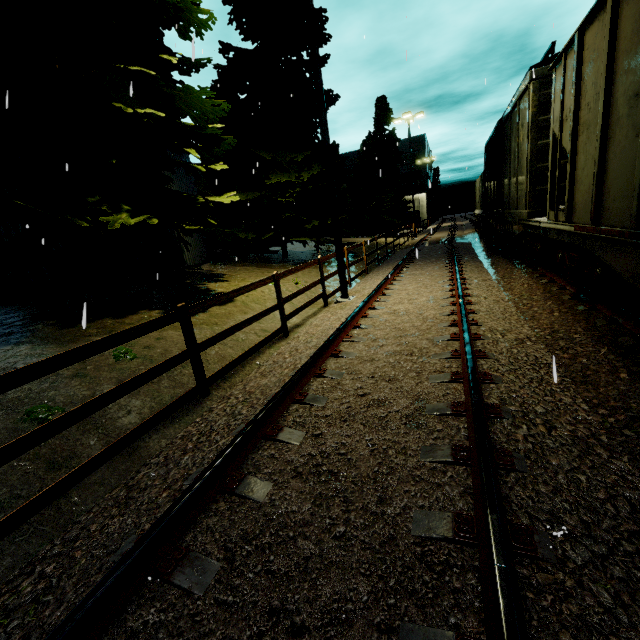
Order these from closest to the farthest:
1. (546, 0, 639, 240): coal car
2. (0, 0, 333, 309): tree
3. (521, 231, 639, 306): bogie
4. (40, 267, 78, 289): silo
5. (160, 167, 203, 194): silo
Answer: (546, 0, 639, 240): coal car < (521, 231, 639, 306): bogie < (0, 0, 333, 309): tree < (40, 267, 78, 289): silo < (160, 167, 203, 194): silo

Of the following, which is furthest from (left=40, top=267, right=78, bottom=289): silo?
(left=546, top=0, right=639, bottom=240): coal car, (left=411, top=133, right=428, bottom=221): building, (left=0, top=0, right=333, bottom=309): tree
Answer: (left=411, top=133, right=428, bottom=221): building

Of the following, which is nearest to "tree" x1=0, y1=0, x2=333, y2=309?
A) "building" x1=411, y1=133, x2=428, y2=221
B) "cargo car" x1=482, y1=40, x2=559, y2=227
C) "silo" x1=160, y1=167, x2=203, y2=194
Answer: "silo" x1=160, y1=167, x2=203, y2=194

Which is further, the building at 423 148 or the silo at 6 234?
the building at 423 148

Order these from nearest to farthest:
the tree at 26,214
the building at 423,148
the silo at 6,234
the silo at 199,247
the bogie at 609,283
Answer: the bogie at 609,283 < the tree at 26,214 < the silo at 6,234 < the silo at 199,247 < the building at 423,148

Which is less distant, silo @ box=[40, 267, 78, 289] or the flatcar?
the flatcar

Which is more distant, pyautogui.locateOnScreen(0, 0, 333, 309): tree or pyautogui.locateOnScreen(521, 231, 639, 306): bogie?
pyautogui.locateOnScreen(0, 0, 333, 309): tree

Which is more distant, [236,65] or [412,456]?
[236,65]
